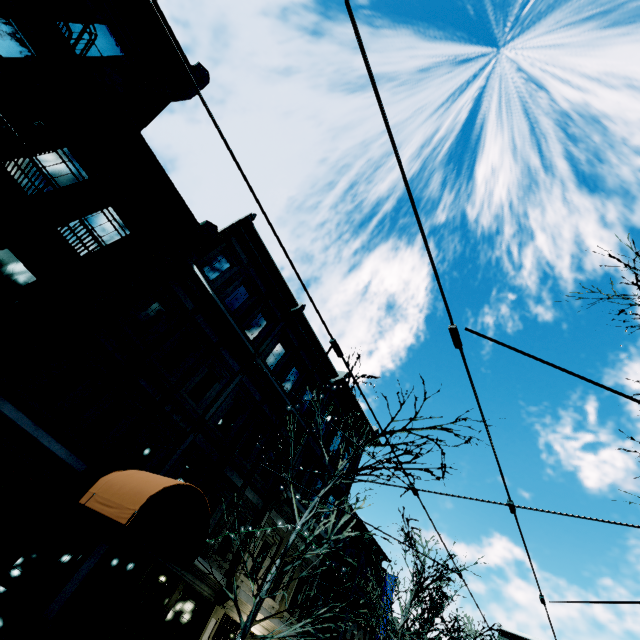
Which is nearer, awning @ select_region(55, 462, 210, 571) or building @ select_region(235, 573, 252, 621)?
awning @ select_region(55, 462, 210, 571)

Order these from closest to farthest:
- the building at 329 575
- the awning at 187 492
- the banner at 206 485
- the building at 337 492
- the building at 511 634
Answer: the awning at 187 492 < the banner at 206 485 < the building at 329 575 < the building at 337 492 < the building at 511 634

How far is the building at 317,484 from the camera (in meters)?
15.37

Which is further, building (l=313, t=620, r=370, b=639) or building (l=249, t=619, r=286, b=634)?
building (l=313, t=620, r=370, b=639)

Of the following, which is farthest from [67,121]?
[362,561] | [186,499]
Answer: [362,561]

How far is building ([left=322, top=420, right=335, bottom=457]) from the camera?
17.2 meters

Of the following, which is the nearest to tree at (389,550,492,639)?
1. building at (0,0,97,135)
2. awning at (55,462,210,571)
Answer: building at (0,0,97,135)

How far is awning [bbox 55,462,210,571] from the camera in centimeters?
640cm
